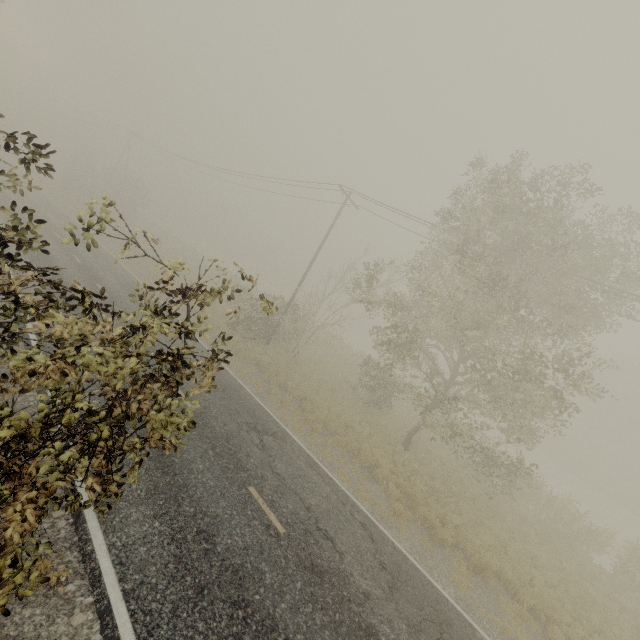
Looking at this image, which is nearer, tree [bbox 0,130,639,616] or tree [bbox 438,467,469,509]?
tree [bbox 0,130,639,616]

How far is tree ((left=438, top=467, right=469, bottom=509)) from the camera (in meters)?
13.52

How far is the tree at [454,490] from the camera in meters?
13.5

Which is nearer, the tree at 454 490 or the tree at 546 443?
the tree at 546 443

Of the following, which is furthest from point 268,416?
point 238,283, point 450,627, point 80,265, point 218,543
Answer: point 238,283

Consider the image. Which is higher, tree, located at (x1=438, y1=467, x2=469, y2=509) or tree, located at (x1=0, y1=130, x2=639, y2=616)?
tree, located at (x1=0, y1=130, x2=639, y2=616)
